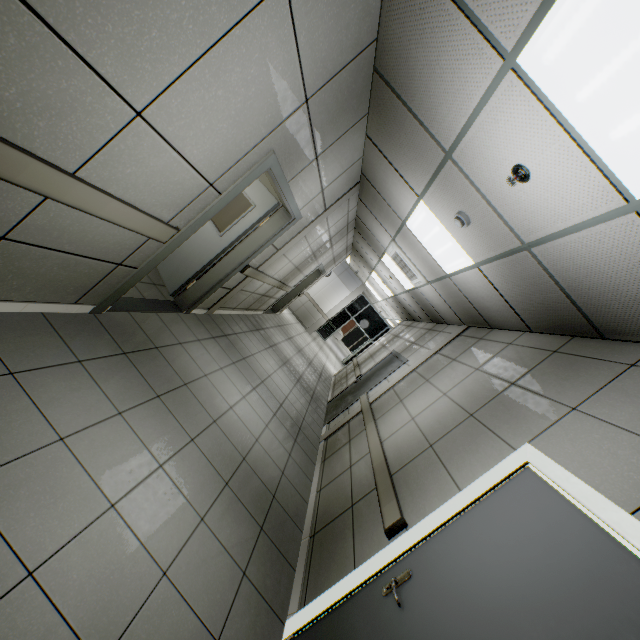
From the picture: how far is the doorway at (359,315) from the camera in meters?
17.5

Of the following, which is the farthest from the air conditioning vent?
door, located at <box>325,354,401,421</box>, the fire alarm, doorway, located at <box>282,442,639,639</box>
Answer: doorway, located at <box>282,442,639,639</box>

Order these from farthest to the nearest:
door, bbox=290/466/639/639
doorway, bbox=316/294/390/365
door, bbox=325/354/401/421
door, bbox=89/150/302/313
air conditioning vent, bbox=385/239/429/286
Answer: doorway, bbox=316/294/390/365 < door, bbox=325/354/401/421 < air conditioning vent, bbox=385/239/429/286 < door, bbox=89/150/302/313 < door, bbox=290/466/639/639

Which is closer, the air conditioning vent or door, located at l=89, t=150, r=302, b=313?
door, located at l=89, t=150, r=302, b=313

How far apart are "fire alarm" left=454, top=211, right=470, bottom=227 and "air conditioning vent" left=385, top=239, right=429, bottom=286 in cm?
240

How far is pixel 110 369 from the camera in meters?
2.6

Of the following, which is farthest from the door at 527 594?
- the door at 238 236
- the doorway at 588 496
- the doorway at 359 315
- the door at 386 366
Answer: the doorway at 359 315

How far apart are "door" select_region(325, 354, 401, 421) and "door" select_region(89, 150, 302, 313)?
3.60m
